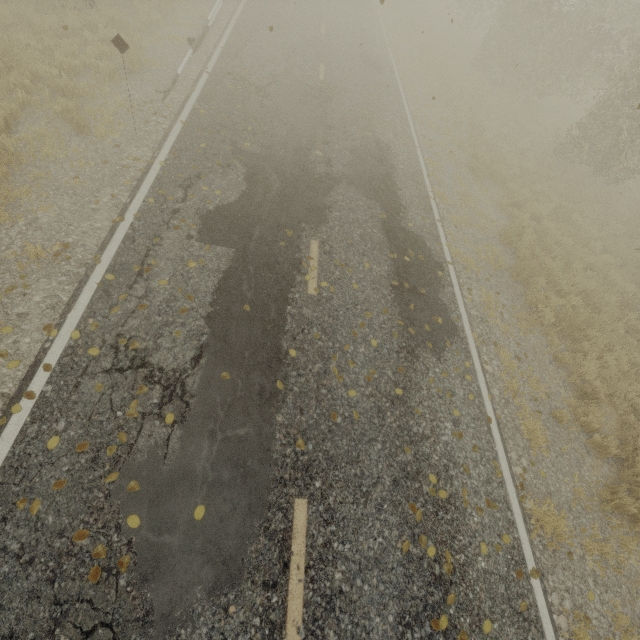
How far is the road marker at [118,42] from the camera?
6.17m

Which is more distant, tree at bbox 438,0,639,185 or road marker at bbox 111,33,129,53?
tree at bbox 438,0,639,185

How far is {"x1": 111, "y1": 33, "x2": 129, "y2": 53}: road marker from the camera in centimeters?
617cm

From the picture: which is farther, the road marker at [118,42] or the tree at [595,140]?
the tree at [595,140]

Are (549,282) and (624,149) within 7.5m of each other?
yes
